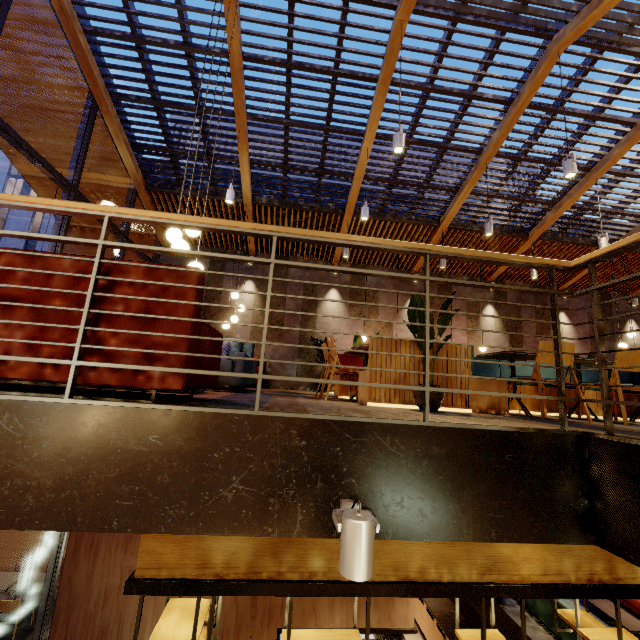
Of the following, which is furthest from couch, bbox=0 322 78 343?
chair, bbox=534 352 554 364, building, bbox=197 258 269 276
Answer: chair, bbox=534 352 554 364

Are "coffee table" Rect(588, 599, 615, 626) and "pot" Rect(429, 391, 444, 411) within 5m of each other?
no

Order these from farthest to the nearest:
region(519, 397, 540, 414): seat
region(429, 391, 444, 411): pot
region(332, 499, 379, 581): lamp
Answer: region(519, 397, 540, 414): seat → region(429, 391, 444, 411): pot → region(332, 499, 379, 581): lamp

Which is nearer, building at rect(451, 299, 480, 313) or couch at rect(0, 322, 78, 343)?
couch at rect(0, 322, 78, 343)

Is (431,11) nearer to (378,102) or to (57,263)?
(378,102)

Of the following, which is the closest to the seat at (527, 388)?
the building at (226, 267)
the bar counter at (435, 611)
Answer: the building at (226, 267)

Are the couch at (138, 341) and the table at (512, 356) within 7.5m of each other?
yes

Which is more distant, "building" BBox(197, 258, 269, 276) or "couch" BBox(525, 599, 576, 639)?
"building" BBox(197, 258, 269, 276)
